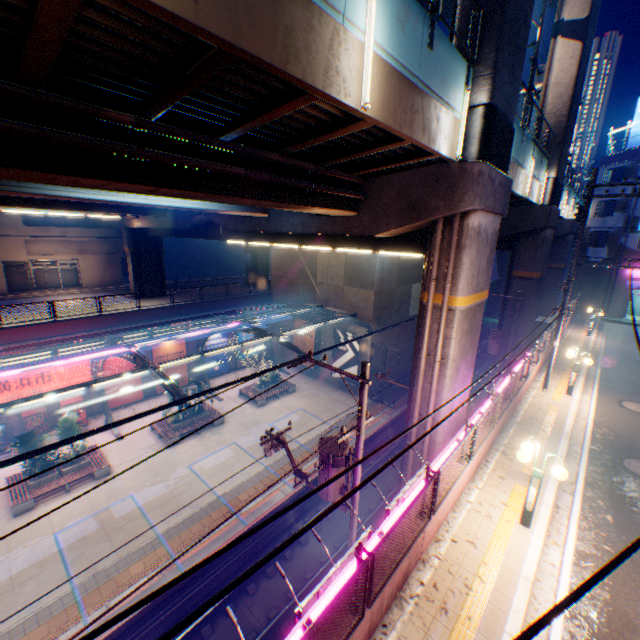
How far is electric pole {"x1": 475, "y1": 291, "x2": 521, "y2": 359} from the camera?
20.6m

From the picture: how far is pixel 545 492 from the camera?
9.27m

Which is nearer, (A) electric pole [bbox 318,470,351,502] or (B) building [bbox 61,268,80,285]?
(A) electric pole [bbox 318,470,351,502]

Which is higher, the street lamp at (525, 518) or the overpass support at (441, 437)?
the street lamp at (525, 518)

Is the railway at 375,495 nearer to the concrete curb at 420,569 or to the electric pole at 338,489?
the electric pole at 338,489

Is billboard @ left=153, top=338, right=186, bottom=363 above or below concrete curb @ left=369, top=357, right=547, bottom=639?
below

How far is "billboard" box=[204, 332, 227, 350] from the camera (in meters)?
28.10

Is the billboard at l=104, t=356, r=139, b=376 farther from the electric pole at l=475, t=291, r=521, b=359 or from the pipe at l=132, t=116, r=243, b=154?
the electric pole at l=475, t=291, r=521, b=359
